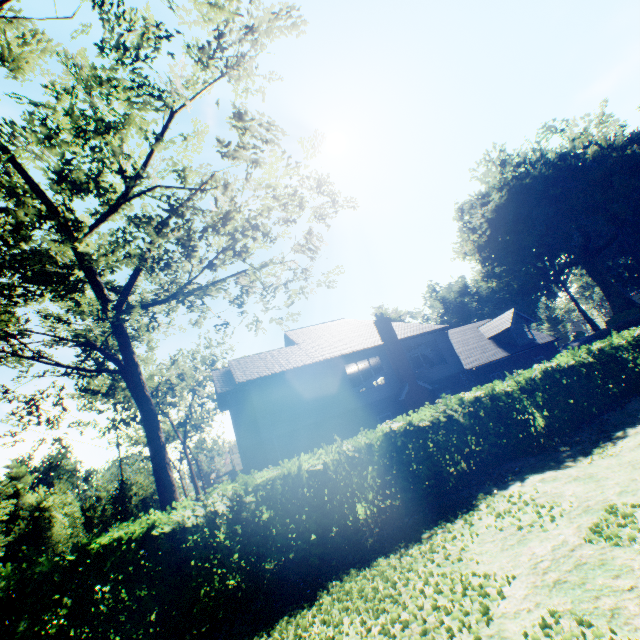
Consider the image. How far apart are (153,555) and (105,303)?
6.2m

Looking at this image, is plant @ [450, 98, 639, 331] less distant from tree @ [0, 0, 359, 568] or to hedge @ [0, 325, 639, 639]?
tree @ [0, 0, 359, 568]

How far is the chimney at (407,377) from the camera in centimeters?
2064cm

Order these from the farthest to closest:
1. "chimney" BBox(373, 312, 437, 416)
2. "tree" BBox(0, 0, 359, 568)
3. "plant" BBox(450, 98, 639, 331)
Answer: "plant" BBox(450, 98, 639, 331) → "chimney" BBox(373, 312, 437, 416) → "tree" BBox(0, 0, 359, 568)

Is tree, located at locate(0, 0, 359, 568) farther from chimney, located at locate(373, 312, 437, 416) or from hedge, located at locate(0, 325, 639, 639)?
chimney, located at locate(373, 312, 437, 416)

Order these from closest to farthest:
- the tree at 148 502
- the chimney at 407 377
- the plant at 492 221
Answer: the tree at 148 502 < the chimney at 407 377 < the plant at 492 221

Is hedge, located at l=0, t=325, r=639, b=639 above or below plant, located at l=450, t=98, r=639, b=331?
below

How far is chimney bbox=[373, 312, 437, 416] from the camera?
20.6 meters
